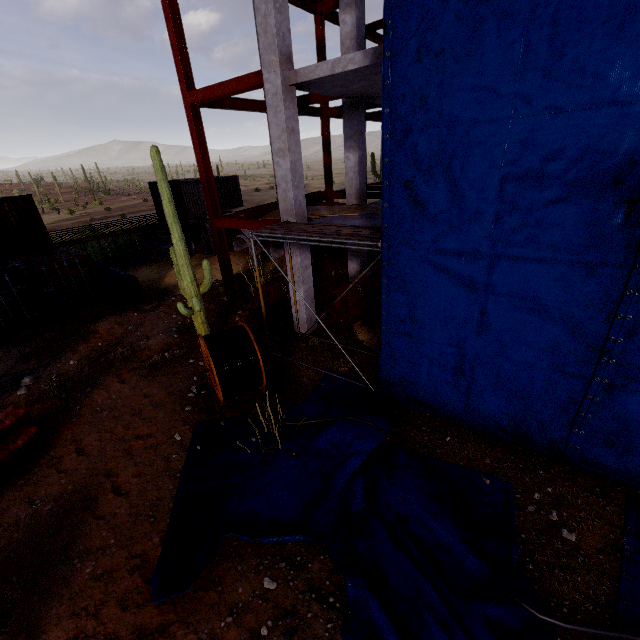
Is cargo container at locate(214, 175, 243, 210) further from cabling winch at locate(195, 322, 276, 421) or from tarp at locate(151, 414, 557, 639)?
tarp at locate(151, 414, 557, 639)

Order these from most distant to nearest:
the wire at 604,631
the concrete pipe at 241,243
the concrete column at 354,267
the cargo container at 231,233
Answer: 1. the cargo container at 231,233
2. the concrete pipe at 241,243
3. the concrete column at 354,267
4. the wire at 604,631

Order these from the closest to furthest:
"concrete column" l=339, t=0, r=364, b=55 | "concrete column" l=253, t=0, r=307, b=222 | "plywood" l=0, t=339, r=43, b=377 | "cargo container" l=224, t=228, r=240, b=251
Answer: "concrete column" l=253, t=0, r=307, b=222, "concrete column" l=339, t=0, r=364, b=55, "plywood" l=0, t=339, r=43, b=377, "cargo container" l=224, t=228, r=240, b=251

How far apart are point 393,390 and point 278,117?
8.0 meters

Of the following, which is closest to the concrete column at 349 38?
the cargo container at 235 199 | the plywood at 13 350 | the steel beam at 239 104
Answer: the steel beam at 239 104

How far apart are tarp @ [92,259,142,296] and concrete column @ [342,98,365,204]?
11.5 meters

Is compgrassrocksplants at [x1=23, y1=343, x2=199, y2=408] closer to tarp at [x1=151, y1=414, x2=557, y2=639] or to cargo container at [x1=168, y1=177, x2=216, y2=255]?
tarp at [x1=151, y1=414, x2=557, y2=639]

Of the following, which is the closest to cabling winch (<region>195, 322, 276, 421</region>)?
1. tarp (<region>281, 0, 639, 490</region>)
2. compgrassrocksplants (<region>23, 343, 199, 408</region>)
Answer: tarp (<region>281, 0, 639, 490</region>)
